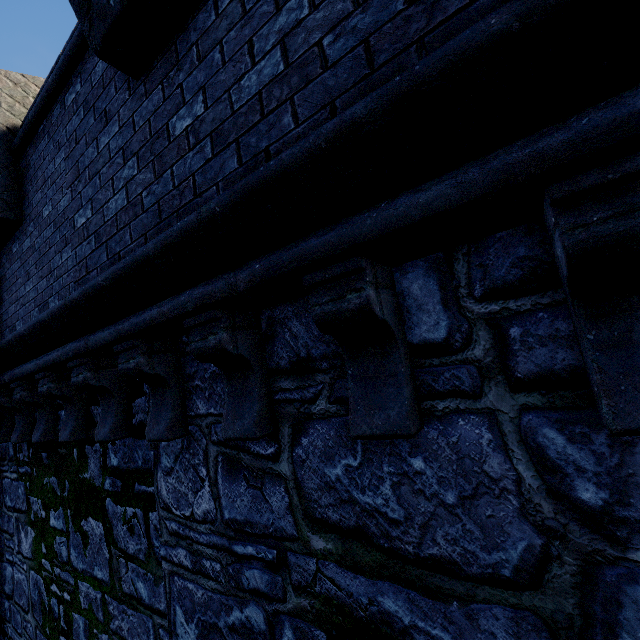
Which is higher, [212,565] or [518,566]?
[518,566]
